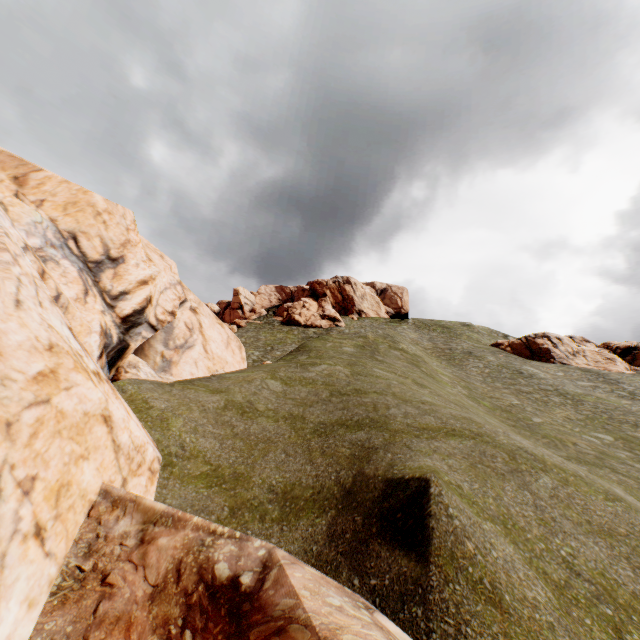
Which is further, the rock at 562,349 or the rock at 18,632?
the rock at 562,349

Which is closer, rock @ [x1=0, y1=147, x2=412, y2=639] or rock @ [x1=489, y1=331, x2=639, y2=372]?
rock @ [x1=0, y1=147, x2=412, y2=639]

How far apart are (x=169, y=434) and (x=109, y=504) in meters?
4.0

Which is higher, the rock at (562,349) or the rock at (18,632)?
the rock at (562,349)

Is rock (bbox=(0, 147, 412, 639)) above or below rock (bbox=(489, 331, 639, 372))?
below
